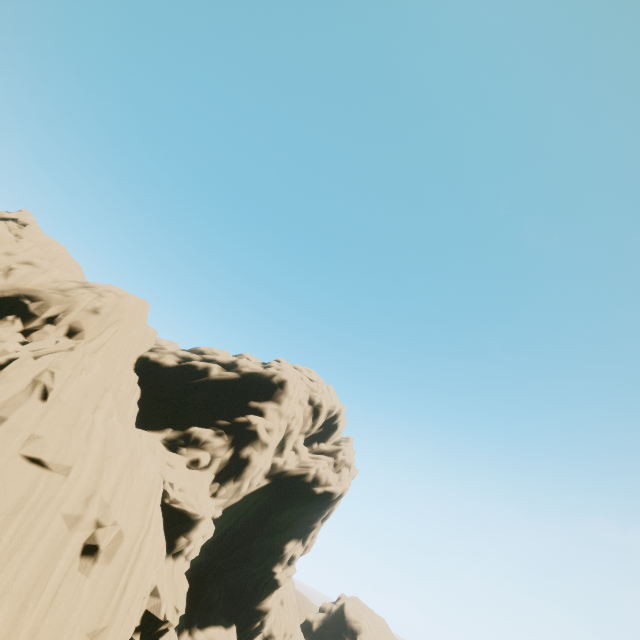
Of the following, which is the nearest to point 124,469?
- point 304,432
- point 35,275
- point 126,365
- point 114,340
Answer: point 114,340
